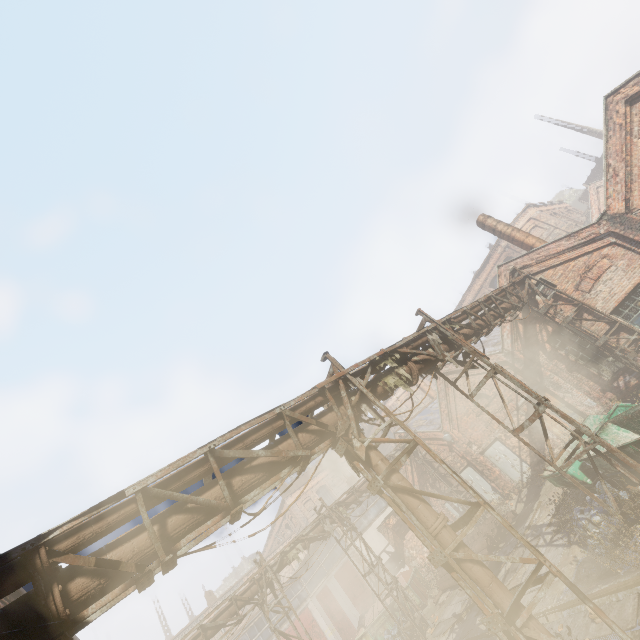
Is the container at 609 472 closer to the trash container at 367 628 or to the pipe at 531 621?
the pipe at 531 621

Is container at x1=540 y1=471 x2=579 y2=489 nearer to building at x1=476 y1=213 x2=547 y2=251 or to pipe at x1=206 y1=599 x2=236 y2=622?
pipe at x1=206 y1=599 x2=236 y2=622

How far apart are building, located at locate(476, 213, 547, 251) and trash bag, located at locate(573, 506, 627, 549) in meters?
10.7 m

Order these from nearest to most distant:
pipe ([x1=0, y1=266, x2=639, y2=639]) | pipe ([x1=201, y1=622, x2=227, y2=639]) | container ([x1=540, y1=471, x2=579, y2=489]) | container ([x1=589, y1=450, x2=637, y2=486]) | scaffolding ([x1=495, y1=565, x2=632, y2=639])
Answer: pipe ([x1=0, y1=266, x2=639, y2=639]) < scaffolding ([x1=495, y1=565, x2=632, y2=639]) < container ([x1=589, y1=450, x2=637, y2=486]) < container ([x1=540, y1=471, x2=579, y2=489]) < pipe ([x1=201, y1=622, x2=227, y2=639])

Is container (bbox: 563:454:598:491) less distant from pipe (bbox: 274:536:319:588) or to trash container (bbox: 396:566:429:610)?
pipe (bbox: 274:536:319:588)

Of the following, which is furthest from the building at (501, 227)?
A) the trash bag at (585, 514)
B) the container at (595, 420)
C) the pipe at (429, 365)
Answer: the trash bag at (585, 514)

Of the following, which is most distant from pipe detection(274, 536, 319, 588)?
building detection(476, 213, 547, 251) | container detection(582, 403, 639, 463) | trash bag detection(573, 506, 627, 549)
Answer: building detection(476, 213, 547, 251)

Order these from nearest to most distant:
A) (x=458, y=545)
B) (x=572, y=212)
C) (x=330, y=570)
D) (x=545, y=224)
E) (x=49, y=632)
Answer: (x=49, y=632), (x=458, y=545), (x=330, y=570), (x=545, y=224), (x=572, y=212)
